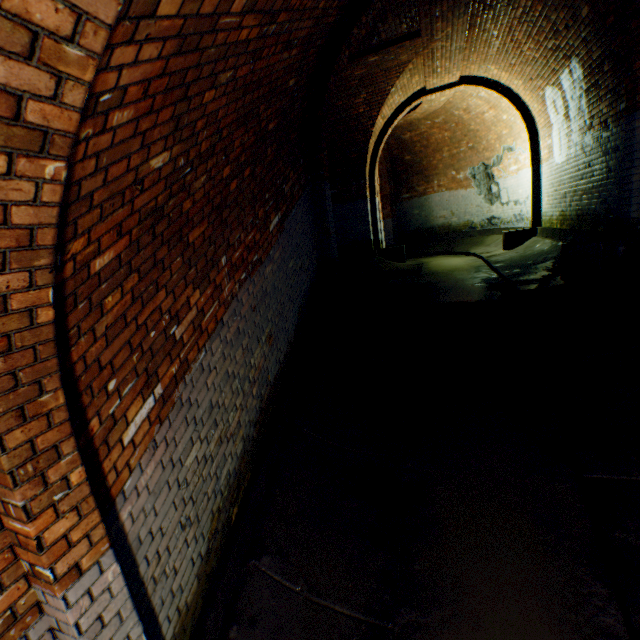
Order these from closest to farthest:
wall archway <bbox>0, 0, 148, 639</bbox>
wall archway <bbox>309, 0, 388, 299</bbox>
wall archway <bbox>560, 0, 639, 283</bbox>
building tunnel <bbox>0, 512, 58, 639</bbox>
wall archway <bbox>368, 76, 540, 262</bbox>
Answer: wall archway <bbox>0, 0, 148, 639</bbox> < building tunnel <bbox>0, 512, 58, 639</bbox> < wall archway <bbox>560, 0, 639, 283</bbox> < wall archway <bbox>309, 0, 388, 299</bbox> < wall archway <bbox>368, 76, 540, 262</bbox>

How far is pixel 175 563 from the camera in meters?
2.4

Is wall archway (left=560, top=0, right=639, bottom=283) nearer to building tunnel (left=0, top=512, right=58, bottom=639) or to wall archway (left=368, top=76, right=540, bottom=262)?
building tunnel (left=0, top=512, right=58, bottom=639)

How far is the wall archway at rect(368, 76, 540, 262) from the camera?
8.2m

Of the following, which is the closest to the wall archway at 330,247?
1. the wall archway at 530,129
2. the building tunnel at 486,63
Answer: the building tunnel at 486,63

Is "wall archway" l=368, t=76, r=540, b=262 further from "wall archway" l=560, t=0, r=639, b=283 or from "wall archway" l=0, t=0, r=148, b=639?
"wall archway" l=0, t=0, r=148, b=639

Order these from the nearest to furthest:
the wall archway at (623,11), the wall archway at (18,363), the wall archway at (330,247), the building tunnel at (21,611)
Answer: the wall archway at (18,363), the building tunnel at (21,611), the wall archway at (623,11), the wall archway at (330,247)

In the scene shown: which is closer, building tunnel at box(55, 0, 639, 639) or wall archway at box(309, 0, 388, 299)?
building tunnel at box(55, 0, 639, 639)
